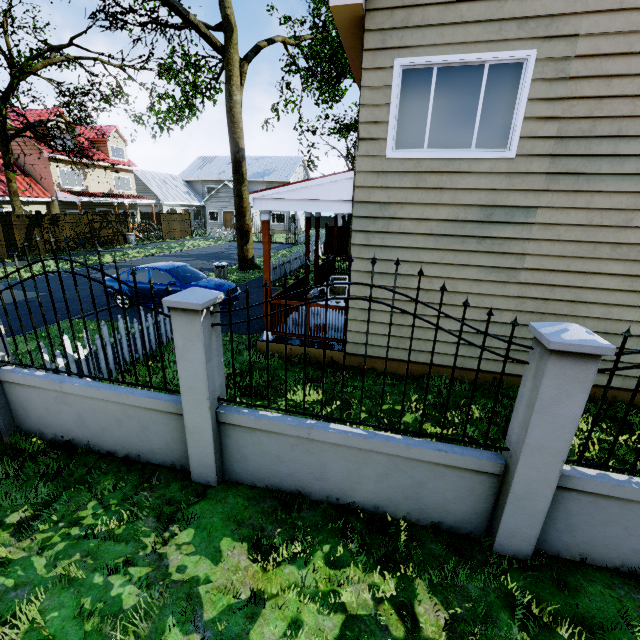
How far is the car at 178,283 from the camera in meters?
10.1

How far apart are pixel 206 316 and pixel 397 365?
4.5 meters

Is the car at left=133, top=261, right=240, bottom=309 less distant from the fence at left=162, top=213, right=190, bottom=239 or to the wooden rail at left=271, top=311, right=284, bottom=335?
the fence at left=162, top=213, right=190, bottom=239

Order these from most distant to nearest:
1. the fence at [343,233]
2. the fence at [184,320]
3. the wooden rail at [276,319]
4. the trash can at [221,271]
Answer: the fence at [343,233] → the trash can at [221,271] → the wooden rail at [276,319] → the fence at [184,320]

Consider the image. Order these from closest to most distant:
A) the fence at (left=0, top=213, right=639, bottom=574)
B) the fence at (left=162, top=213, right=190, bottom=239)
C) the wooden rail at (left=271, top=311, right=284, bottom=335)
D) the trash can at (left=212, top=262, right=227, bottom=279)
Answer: the fence at (left=0, top=213, right=639, bottom=574)
the wooden rail at (left=271, top=311, right=284, bottom=335)
the trash can at (left=212, top=262, right=227, bottom=279)
the fence at (left=162, top=213, right=190, bottom=239)

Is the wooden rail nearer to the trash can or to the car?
the car

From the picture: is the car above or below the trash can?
above

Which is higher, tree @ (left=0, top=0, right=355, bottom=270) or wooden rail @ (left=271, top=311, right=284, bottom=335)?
tree @ (left=0, top=0, right=355, bottom=270)
